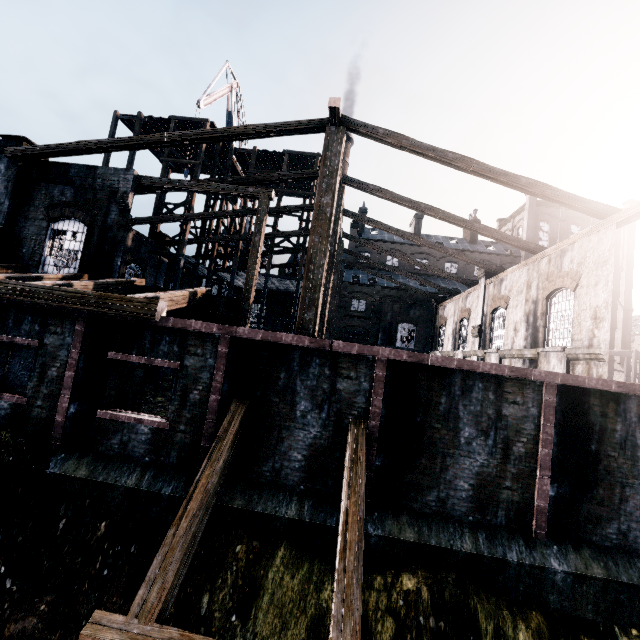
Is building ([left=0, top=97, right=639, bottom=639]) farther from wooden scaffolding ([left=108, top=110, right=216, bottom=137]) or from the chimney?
the chimney

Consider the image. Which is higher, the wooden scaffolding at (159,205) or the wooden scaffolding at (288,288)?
the wooden scaffolding at (159,205)

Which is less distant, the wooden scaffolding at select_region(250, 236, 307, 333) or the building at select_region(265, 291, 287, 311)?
the wooden scaffolding at select_region(250, 236, 307, 333)

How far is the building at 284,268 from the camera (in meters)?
30.98

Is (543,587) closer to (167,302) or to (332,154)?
(167,302)

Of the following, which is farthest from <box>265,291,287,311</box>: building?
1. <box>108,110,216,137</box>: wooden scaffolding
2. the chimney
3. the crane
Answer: A: the crane

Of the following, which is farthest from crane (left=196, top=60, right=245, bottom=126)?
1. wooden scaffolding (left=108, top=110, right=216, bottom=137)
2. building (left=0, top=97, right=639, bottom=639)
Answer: building (left=0, top=97, right=639, bottom=639)

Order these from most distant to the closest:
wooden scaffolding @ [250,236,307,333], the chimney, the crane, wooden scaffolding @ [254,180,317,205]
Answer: the chimney → the crane → wooden scaffolding @ [254,180,317,205] → wooden scaffolding @ [250,236,307,333]
